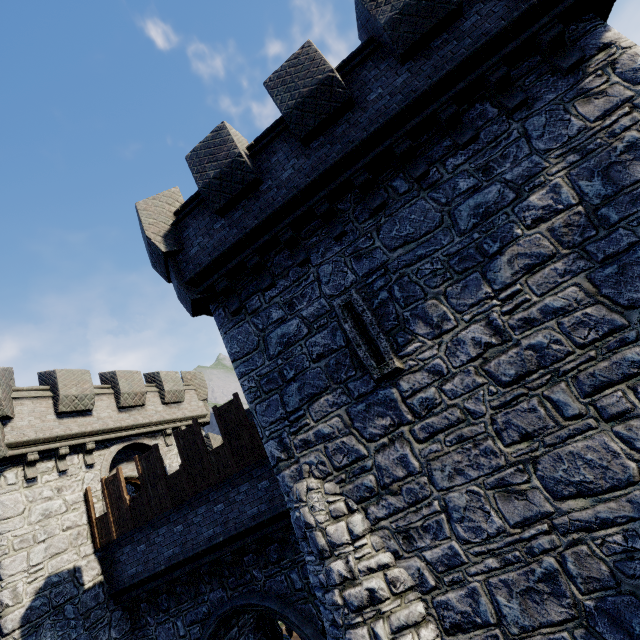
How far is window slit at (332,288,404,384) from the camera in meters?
6.1

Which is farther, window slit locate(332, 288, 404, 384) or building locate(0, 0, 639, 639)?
window slit locate(332, 288, 404, 384)

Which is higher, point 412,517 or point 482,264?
point 482,264

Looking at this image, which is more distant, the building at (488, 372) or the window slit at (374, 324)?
the window slit at (374, 324)

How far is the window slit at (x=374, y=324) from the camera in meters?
6.1 m
